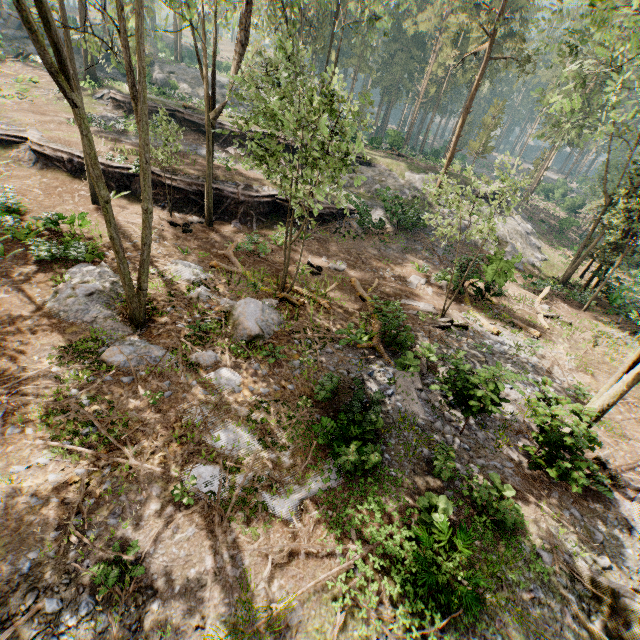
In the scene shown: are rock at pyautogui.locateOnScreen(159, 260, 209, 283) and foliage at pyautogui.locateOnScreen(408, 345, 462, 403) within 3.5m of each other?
no

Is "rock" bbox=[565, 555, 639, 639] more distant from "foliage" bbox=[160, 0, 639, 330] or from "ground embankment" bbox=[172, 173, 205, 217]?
"ground embankment" bbox=[172, 173, 205, 217]

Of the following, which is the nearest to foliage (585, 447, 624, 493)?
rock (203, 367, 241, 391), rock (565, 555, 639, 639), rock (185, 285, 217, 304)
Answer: rock (565, 555, 639, 639)

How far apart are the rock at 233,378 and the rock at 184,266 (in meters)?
5.64

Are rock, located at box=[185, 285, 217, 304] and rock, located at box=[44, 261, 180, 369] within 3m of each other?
yes

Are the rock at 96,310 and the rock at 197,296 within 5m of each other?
yes

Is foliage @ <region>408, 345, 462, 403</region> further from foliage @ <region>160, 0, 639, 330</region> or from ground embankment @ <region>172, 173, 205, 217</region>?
ground embankment @ <region>172, 173, 205, 217</region>

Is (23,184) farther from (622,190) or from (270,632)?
(622,190)
